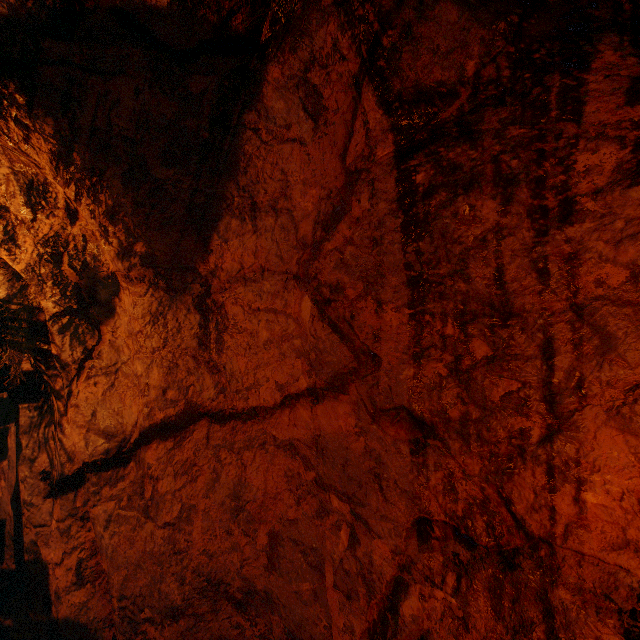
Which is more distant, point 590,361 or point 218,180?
point 218,180
